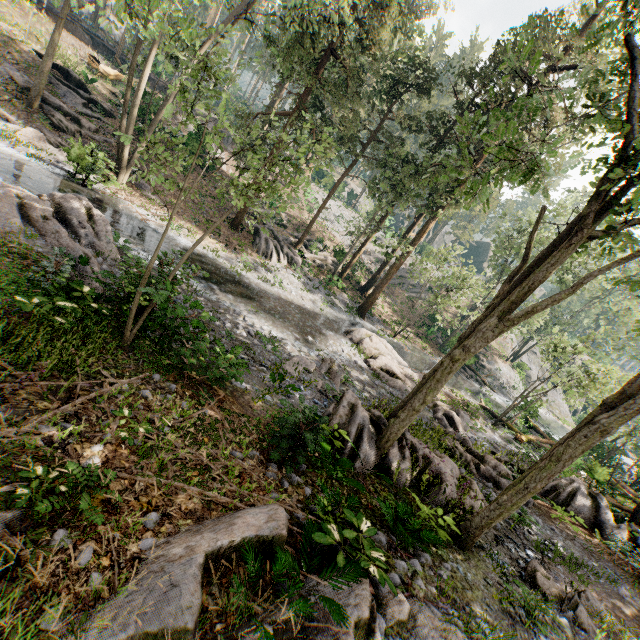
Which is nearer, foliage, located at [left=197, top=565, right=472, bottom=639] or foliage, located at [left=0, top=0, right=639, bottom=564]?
foliage, located at [left=197, top=565, right=472, bottom=639]

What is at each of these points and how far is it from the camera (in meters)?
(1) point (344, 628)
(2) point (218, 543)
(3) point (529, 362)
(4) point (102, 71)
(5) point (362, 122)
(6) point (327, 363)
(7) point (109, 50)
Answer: (1) foliage, 4.02
(2) foliage, 4.32
(3) rock, 49.88
(4) tree trunk, 28.55
(5) foliage, 48.81
(6) foliage, 15.10
(7) ground embankment, 35.81

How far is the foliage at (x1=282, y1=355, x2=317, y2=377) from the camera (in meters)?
12.90

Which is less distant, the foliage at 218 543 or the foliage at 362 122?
the foliage at 218 543

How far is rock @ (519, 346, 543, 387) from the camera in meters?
42.2 m

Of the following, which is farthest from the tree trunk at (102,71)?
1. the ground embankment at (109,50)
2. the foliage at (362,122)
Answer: the foliage at (362,122)

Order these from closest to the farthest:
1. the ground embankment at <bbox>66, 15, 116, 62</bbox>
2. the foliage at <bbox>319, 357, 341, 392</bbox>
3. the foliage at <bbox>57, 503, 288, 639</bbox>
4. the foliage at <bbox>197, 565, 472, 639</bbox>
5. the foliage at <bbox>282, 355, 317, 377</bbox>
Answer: the foliage at <bbox>57, 503, 288, 639</bbox>, the foliage at <bbox>197, 565, 472, 639</bbox>, the foliage at <bbox>282, 355, 317, 377</bbox>, the foliage at <bbox>319, 357, 341, 392</bbox>, the ground embankment at <bbox>66, 15, 116, 62</bbox>
